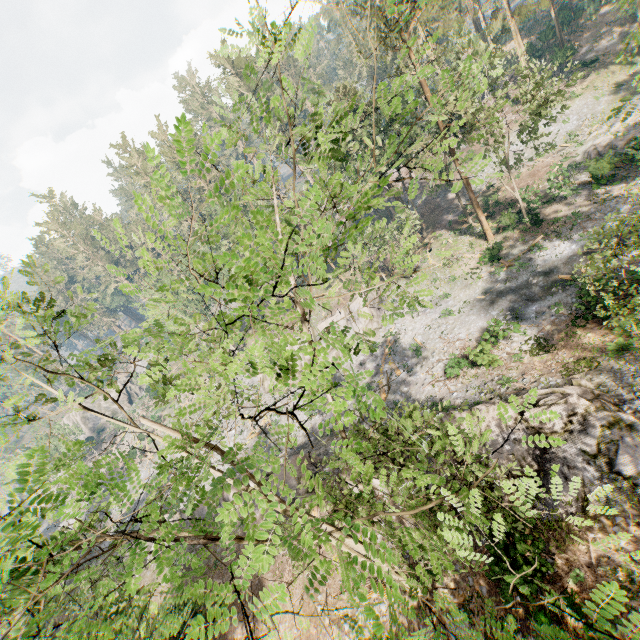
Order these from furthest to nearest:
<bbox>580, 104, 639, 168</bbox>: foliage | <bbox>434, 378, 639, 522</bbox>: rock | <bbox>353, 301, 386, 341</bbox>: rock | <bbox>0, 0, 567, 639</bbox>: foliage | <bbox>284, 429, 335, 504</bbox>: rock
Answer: <bbox>353, 301, 386, 341</bbox>: rock < <bbox>284, 429, 335, 504</bbox>: rock < <bbox>434, 378, 639, 522</bbox>: rock < <bbox>580, 104, 639, 168</bbox>: foliage < <bbox>0, 0, 567, 639</bbox>: foliage

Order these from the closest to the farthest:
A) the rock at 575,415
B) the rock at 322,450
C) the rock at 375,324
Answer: the rock at 575,415 < the rock at 322,450 < the rock at 375,324

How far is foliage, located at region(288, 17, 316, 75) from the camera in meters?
3.3

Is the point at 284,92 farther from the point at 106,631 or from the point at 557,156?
the point at 557,156

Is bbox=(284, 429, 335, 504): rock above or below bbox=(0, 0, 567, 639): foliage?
below

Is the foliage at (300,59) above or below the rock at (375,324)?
above

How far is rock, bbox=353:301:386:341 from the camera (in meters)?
35.34
